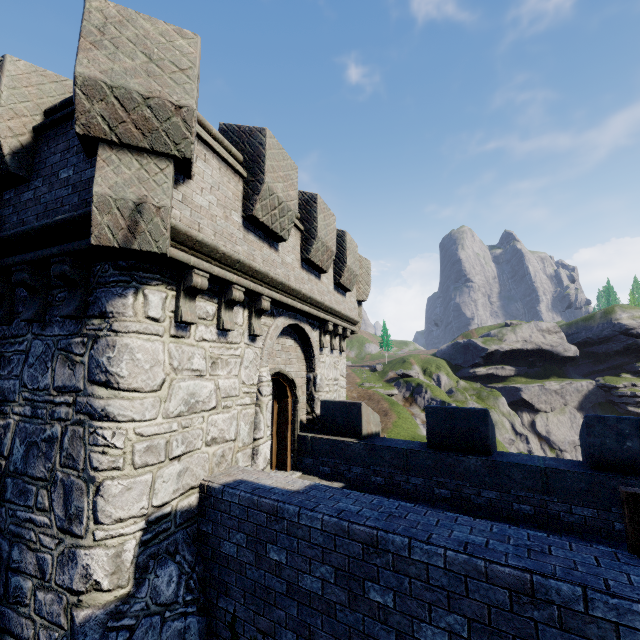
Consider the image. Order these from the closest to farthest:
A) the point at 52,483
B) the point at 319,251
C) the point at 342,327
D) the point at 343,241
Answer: the point at 52,483
the point at 319,251
the point at 343,241
the point at 342,327
